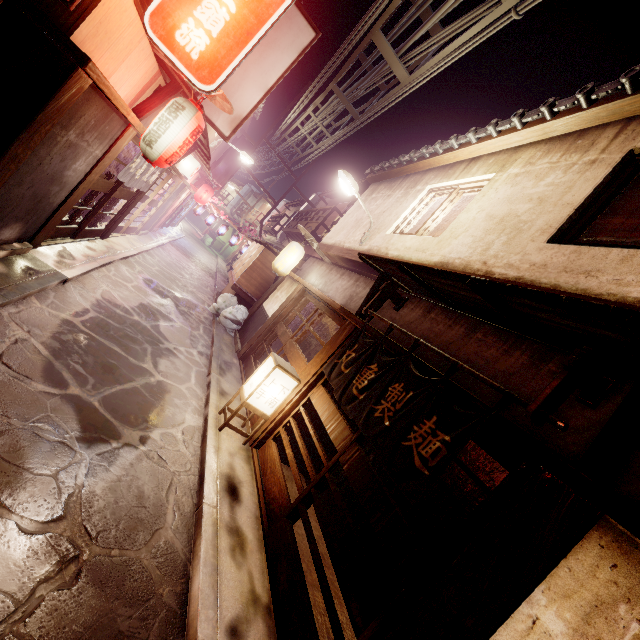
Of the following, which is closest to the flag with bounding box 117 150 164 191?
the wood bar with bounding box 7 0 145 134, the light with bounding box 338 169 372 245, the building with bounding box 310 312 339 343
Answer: the wood bar with bounding box 7 0 145 134

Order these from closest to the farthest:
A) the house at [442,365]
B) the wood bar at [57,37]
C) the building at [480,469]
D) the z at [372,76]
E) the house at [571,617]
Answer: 1. the house at [571,617]
2. the wood bar at [57,37]
3. the house at [442,365]
4. the z at [372,76]
5. the building at [480,469]

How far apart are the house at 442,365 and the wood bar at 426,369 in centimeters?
23cm

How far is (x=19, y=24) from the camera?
5.98m

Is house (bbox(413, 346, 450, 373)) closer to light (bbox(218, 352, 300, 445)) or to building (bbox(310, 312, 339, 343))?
building (bbox(310, 312, 339, 343))

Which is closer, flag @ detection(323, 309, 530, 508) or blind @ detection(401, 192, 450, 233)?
flag @ detection(323, 309, 530, 508)

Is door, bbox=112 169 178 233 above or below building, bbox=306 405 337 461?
below

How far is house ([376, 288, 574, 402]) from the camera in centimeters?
564cm
